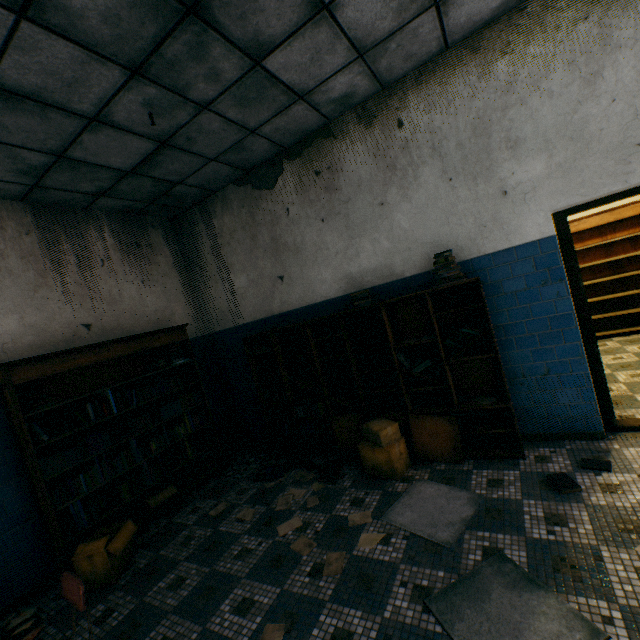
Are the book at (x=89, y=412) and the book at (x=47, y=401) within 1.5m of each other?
yes

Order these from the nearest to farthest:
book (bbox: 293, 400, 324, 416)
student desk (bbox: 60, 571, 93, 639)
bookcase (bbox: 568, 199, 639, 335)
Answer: student desk (bbox: 60, 571, 93, 639) → book (bbox: 293, 400, 324, 416) → bookcase (bbox: 568, 199, 639, 335)

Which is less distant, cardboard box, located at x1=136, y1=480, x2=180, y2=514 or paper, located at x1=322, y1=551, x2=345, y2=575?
paper, located at x1=322, y1=551, x2=345, y2=575

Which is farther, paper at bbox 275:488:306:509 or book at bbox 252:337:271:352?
book at bbox 252:337:271:352

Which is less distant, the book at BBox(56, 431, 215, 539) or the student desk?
the student desk

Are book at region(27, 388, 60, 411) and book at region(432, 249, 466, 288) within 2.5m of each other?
no

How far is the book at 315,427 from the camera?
4.2 meters

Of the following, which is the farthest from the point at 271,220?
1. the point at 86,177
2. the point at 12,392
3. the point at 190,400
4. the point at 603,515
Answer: the point at 603,515
